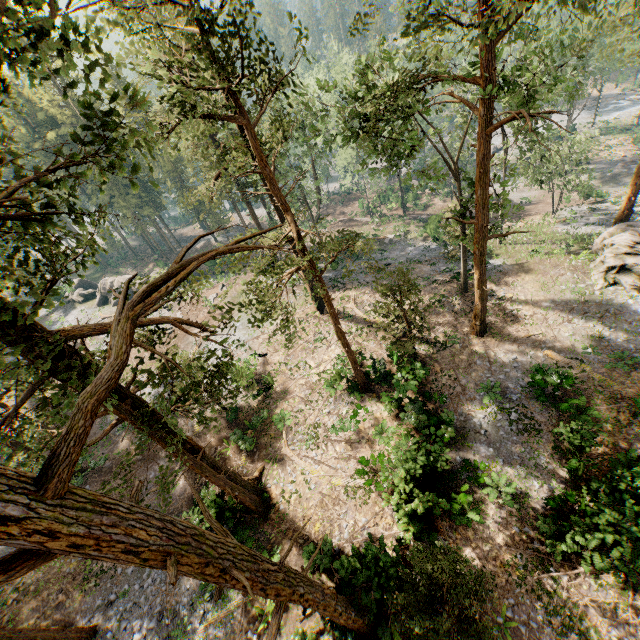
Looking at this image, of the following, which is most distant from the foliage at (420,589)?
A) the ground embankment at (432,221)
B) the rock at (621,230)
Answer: the ground embankment at (432,221)

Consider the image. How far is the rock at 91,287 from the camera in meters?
43.6

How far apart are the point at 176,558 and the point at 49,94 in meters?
61.8 m

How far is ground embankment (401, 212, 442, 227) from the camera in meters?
37.7

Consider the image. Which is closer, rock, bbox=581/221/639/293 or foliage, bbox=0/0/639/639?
foliage, bbox=0/0/639/639

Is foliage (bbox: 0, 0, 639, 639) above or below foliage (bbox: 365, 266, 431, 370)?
above

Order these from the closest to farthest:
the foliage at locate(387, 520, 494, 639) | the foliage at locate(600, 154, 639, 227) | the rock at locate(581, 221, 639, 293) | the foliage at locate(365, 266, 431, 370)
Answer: the foliage at locate(387, 520, 494, 639)
the foliage at locate(365, 266, 431, 370)
the rock at locate(581, 221, 639, 293)
the foliage at locate(600, 154, 639, 227)

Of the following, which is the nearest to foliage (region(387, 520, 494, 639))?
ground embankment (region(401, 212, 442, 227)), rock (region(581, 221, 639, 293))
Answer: rock (region(581, 221, 639, 293))
